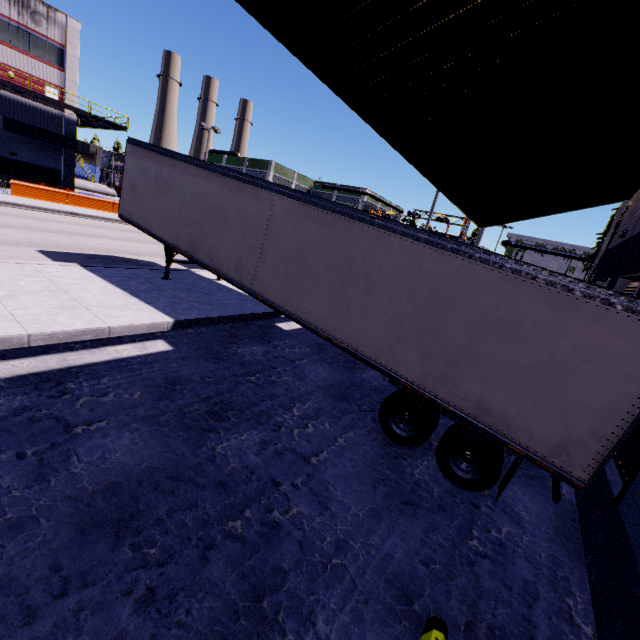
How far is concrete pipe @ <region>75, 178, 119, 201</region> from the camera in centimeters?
3512cm

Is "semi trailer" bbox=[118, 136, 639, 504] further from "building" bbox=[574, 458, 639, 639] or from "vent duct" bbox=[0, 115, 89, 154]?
"vent duct" bbox=[0, 115, 89, 154]

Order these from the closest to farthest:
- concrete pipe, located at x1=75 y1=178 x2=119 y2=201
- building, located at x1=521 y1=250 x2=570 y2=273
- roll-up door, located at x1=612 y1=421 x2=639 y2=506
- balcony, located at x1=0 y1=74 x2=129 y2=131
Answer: roll-up door, located at x1=612 y1=421 x2=639 y2=506, balcony, located at x1=0 y1=74 x2=129 y2=131, concrete pipe, located at x1=75 y1=178 x2=119 y2=201, building, located at x1=521 y1=250 x2=570 y2=273

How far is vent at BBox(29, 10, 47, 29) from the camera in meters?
25.8 m

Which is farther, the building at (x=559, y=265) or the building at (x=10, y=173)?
the building at (x=559, y=265)

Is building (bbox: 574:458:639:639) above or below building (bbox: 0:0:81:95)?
below

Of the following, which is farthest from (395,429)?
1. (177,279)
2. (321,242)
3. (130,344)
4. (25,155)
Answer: (25,155)

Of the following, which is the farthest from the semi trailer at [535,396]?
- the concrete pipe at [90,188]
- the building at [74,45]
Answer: the concrete pipe at [90,188]
